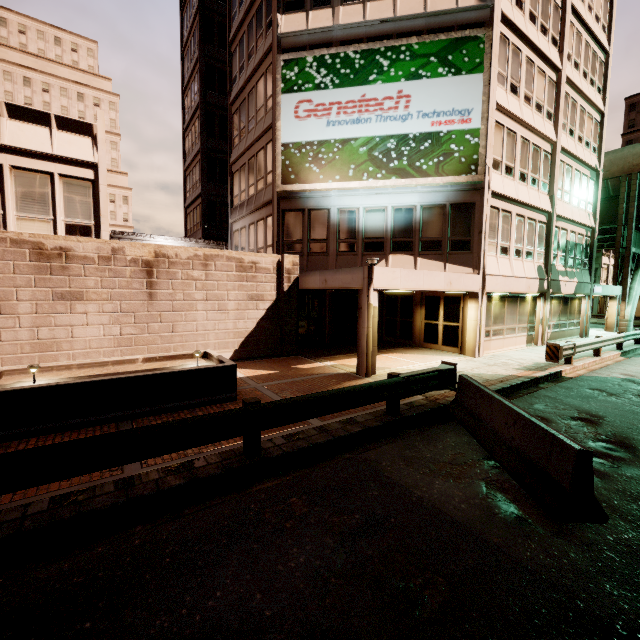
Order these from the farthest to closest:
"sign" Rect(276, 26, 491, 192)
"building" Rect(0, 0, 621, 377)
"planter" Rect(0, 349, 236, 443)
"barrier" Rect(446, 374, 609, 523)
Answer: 1. "sign" Rect(276, 26, 491, 192)
2. "building" Rect(0, 0, 621, 377)
3. "planter" Rect(0, 349, 236, 443)
4. "barrier" Rect(446, 374, 609, 523)

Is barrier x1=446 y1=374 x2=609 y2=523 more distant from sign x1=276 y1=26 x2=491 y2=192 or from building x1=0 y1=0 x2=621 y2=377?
sign x1=276 y1=26 x2=491 y2=192

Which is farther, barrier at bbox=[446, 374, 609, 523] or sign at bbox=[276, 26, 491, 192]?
sign at bbox=[276, 26, 491, 192]

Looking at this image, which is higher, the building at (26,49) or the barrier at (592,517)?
the building at (26,49)

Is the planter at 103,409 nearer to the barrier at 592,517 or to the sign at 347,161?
the barrier at 592,517

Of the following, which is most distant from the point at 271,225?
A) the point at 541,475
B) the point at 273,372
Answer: the point at 541,475

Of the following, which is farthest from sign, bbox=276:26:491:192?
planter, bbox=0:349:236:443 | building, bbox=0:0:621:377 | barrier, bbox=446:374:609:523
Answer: barrier, bbox=446:374:609:523

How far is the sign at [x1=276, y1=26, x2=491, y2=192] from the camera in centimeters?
1362cm
